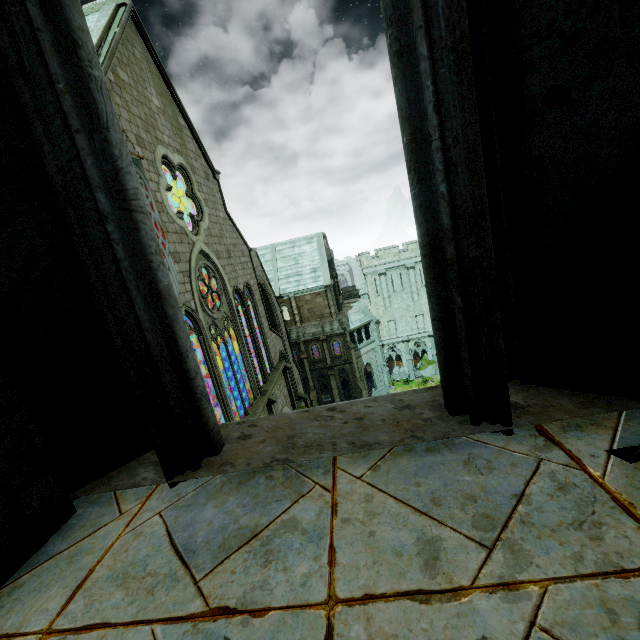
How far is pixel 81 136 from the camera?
1.68m

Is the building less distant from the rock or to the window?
the window

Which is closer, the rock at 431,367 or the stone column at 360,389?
the stone column at 360,389

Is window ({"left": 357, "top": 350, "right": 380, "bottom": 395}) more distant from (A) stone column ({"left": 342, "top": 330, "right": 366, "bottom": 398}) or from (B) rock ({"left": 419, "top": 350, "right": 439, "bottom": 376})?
(B) rock ({"left": 419, "top": 350, "right": 439, "bottom": 376})

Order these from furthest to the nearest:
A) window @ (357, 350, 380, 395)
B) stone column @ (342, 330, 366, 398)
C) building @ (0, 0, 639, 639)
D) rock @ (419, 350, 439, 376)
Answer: rock @ (419, 350, 439, 376)
window @ (357, 350, 380, 395)
stone column @ (342, 330, 366, 398)
building @ (0, 0, 639, 639)

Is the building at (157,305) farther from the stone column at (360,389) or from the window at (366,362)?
the window at (366,362)

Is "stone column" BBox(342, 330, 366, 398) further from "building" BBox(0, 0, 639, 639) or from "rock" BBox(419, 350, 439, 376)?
"rock" BBox(419, 350, 439, 376)
